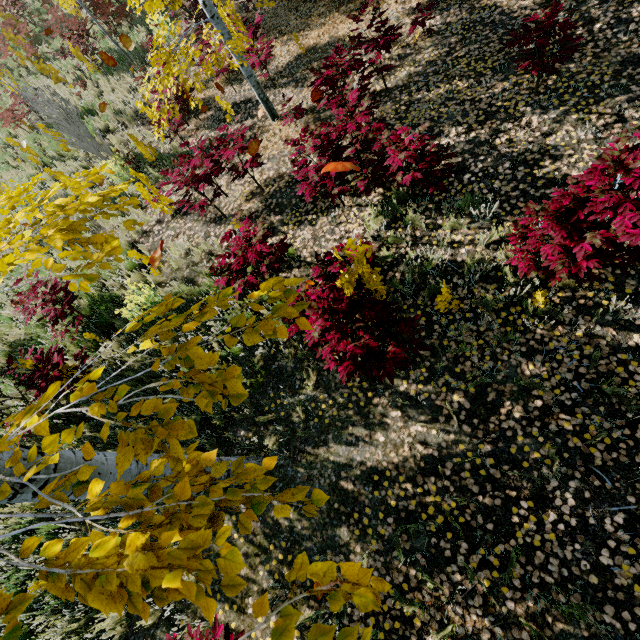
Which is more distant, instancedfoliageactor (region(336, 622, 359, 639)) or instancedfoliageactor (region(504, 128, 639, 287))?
instancedfoliageactor (region(504, 128, 639, 287))

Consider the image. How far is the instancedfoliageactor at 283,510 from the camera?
1.0 meters

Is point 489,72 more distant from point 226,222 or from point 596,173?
point 226,222

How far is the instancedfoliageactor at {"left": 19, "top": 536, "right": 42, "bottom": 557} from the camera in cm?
101

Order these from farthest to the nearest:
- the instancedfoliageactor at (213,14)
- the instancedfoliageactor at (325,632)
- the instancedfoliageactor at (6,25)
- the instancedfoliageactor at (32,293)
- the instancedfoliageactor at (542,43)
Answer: the instancedfoliageactor at (6,25) → the instancedfoliageactor at (213,14) → the instancedfoliageactor at (542,43) → the instancedfoliageactor at (32,293) → the instancedfoliageactor at (325,632)

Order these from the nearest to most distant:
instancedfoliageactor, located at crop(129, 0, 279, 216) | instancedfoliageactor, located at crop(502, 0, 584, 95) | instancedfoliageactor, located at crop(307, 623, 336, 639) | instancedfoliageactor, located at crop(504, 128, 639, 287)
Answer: instancedfoliageactor, located at crop(307, 623, 336, 639) < instancedfoliageactor, located at crop(504, 128, 639, 287) < instancedfoliageactor, located at crop(502, 0, 584, 95) < instancedfoliageactor, located at crop(129, 0, 279, 216)
